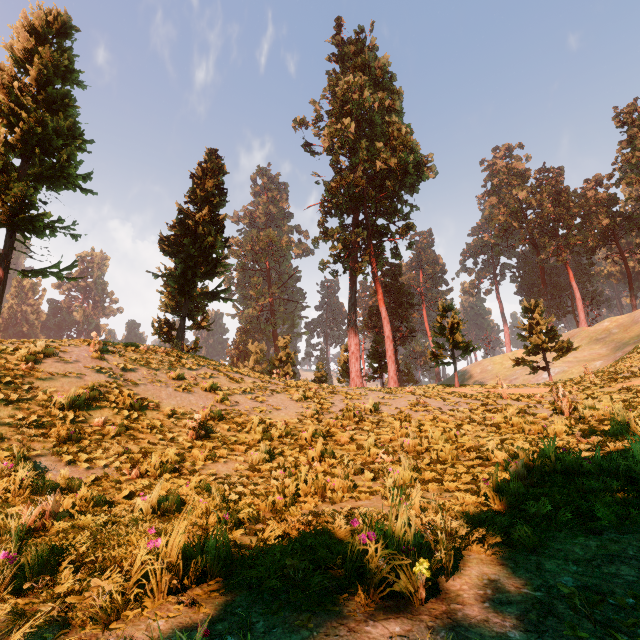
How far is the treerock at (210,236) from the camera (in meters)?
20.50

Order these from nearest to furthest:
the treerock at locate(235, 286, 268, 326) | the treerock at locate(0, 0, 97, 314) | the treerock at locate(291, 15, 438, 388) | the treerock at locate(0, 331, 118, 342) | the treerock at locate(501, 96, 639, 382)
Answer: the treerock at locate(0, 331, 118, 342) → the treerock at locate(0, 0, 97, 314) → the treerock at locate(501, 96, 639, 382) → the treerock at locate(291, 15, 438, 388) → the treerock at locate(235, 286, 268, 326)

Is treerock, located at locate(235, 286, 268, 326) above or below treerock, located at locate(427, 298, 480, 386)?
above

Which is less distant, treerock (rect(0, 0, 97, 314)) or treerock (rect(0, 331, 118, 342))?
treerock (rect(0, 331, 118, 342))

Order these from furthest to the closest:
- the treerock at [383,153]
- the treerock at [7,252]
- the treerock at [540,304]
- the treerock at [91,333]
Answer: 1. the treerock at [383,153]
2. the treerock at [540,304]
3. the treerock at [7,252]
4. the treerock at [91,333]

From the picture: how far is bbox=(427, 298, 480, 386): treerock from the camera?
21.8m

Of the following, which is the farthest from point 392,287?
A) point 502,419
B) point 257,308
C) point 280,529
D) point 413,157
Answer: point 280,529
